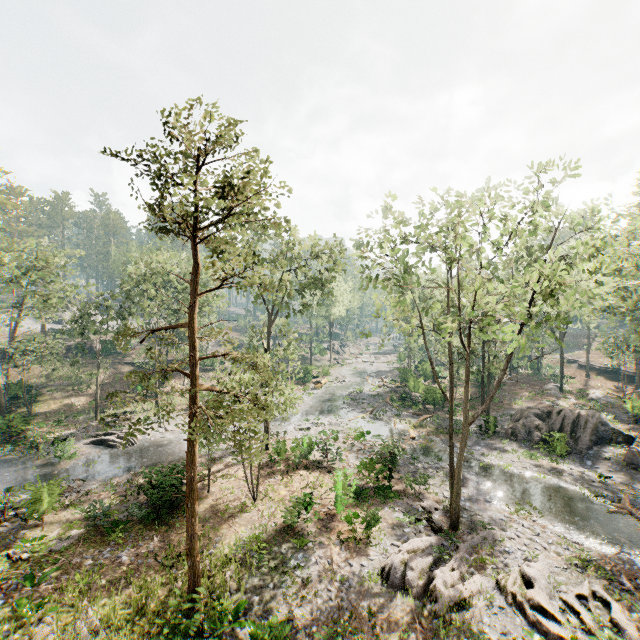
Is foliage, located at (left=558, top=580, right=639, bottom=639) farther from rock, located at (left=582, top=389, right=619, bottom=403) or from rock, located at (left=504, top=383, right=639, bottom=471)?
rock, located at (left=582, top=389, right=619, bottom=403)

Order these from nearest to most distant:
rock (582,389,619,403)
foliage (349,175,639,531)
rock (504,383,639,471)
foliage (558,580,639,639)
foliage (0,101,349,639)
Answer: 1. foliage (0,101,349,639)
2. foliage (558,580,639,639)
3. foliage (349,175,639,531)
4. rock (504,383,639,471)
5. rock (582,389,619,403)

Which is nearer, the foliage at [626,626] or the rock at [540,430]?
the foliage at [626,626]

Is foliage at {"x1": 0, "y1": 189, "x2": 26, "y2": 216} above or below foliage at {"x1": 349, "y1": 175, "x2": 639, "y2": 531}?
above

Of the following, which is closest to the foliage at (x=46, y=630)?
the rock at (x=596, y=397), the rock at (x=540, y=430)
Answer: the rock at (x=540, y=430)

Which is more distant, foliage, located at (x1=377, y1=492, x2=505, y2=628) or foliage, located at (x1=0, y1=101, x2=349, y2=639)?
foliage, located at (x1=377, y1=492, x2=505, y2=628)

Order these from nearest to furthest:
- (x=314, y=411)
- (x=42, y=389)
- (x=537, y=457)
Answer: (x=537, y=457) → (x=314, y=411) → (x=42, y=389)

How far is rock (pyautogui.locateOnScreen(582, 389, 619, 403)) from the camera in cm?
3688
